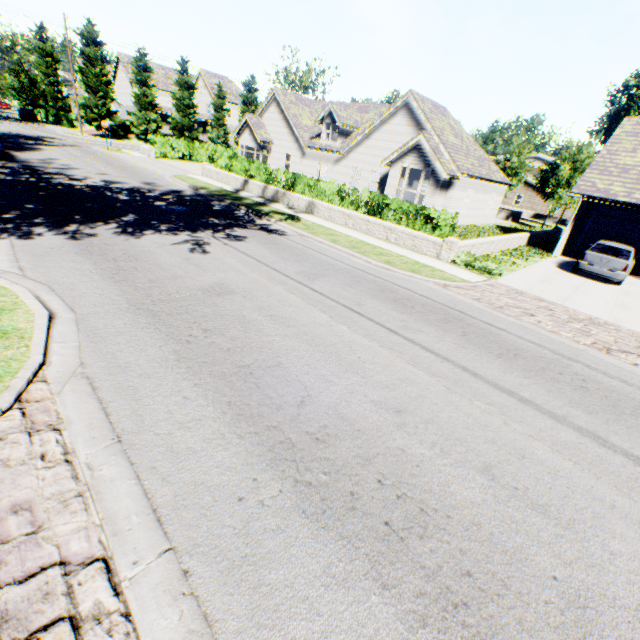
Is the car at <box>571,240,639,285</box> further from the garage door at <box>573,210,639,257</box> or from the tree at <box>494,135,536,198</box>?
the tree at <box>494,135,536,198</box>

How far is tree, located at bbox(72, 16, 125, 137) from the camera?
37.59m

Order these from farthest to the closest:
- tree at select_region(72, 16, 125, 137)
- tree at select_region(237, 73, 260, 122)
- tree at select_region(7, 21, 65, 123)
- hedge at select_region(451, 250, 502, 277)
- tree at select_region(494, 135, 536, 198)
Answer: tree at select_region(237, 73, 260, 122) → tree at select_region(7, 21, 65, 123) → tree at select_region(494, 135, 536, 198) → tree at select_region(72, 16, 125, 137) → hedge at select_region(451, 250, 502, 277)

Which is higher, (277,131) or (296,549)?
(277,131)

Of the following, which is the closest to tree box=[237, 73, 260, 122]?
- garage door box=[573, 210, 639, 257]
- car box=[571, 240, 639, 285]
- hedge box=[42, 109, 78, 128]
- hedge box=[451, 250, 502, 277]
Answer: hedge box=[42, 109, 78, 128]

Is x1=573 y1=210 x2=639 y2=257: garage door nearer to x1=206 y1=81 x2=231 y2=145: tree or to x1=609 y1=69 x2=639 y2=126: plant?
x1=206 y1=81 x2=231 y2=145: tree

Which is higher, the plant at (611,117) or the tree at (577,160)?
the plant at (611,117)

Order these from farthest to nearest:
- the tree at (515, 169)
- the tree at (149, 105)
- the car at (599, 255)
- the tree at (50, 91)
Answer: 1. the tree at (50, 91)
2. the tree at (149, 105)
3. the tree at (515, 169)
4. the car at (599, 255)
